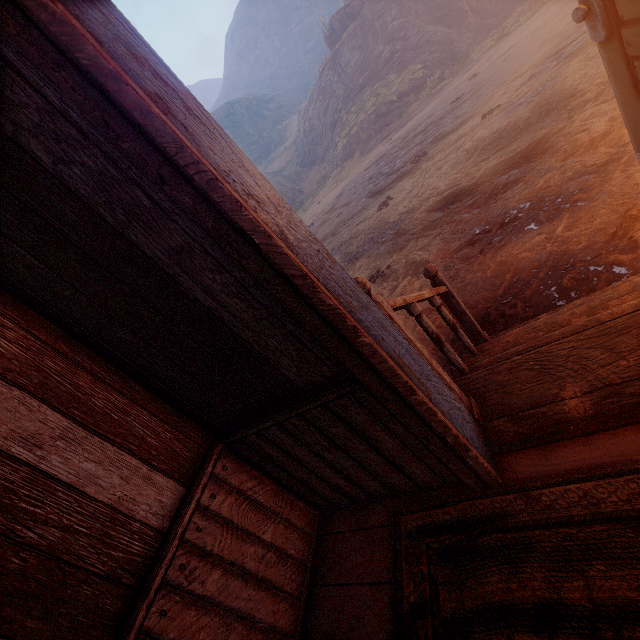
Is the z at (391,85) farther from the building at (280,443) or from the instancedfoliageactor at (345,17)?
the instancedfoliageactor at (345,17)

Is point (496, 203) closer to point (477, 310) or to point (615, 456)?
point (477, 310)

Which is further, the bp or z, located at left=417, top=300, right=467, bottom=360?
z, located at left=417, top=300, right=467, bottom=360

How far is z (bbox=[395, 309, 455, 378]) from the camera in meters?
3.5

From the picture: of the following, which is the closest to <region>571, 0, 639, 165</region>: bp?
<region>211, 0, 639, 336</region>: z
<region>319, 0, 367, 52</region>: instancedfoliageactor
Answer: <region>211, 0, 639, 336</region>: z

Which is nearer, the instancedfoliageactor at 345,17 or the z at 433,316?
the z at 433,316

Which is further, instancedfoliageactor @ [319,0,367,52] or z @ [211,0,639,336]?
instancedfoliageactor @ [319,0,367,52]

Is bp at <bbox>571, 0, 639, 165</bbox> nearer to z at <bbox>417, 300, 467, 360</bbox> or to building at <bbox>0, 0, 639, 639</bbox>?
building at <bbox>0, 0, 639, 639</bbox>
